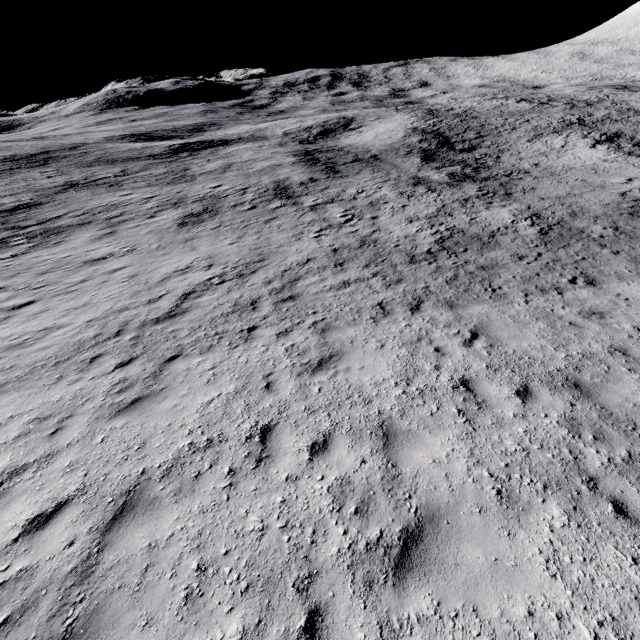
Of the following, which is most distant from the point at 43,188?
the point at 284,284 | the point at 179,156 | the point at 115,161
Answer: the point at 284,284
